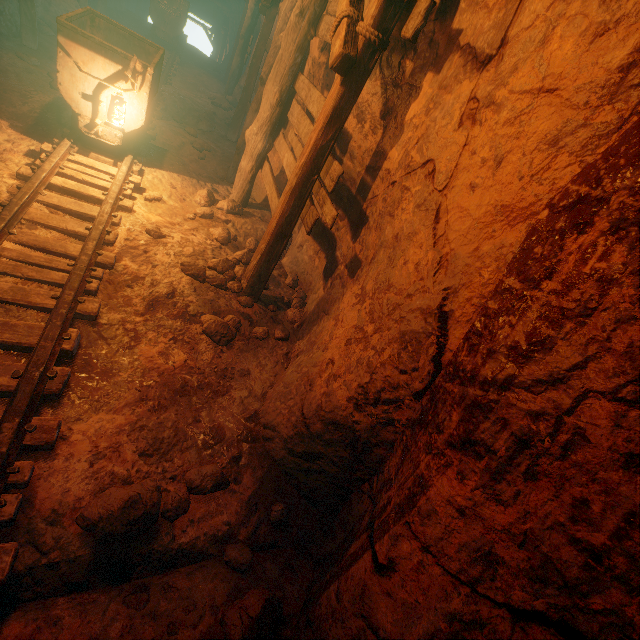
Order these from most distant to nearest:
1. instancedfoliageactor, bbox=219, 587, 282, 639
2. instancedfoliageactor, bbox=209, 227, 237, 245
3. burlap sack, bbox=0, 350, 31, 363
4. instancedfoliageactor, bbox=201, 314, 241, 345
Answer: instancedfoliageactor, bbox=209, 227, 237, 245 < instancedfoliageactor, bbox=201, 314, 241, 345 < burlap sack, bbox=0, 350, 31, 363 < instancedfoliageactor, bbox=219, 587, 282, 639

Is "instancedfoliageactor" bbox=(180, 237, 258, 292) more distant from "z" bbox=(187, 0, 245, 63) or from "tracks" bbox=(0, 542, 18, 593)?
"z" bbox=(187, 0, 245, 63)

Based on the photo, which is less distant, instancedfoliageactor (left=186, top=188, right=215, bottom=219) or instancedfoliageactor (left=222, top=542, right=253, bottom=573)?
instancedfoliageactor (left=222, top=542, right=253, bottom=573)

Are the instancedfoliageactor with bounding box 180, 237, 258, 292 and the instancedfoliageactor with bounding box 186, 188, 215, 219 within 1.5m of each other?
yes

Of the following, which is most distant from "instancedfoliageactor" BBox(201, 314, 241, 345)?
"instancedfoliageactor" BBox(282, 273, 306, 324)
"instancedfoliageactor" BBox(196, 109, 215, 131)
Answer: "instancedfoliageactor" BBox(196, 109, 215, 131)

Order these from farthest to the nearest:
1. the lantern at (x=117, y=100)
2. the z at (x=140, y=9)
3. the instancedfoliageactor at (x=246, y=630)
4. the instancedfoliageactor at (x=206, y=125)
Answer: the z at (x=140, y=9), the instancedfoliageactor at (x=206, y=125), the lantern at (x=117, y=100), the instancedfoliageactor at (x=246, y=630)

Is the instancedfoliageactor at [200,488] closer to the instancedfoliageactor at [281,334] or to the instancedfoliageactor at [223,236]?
the instancedfoliageactor at [281,334]

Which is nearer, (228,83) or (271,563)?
(271,563)
